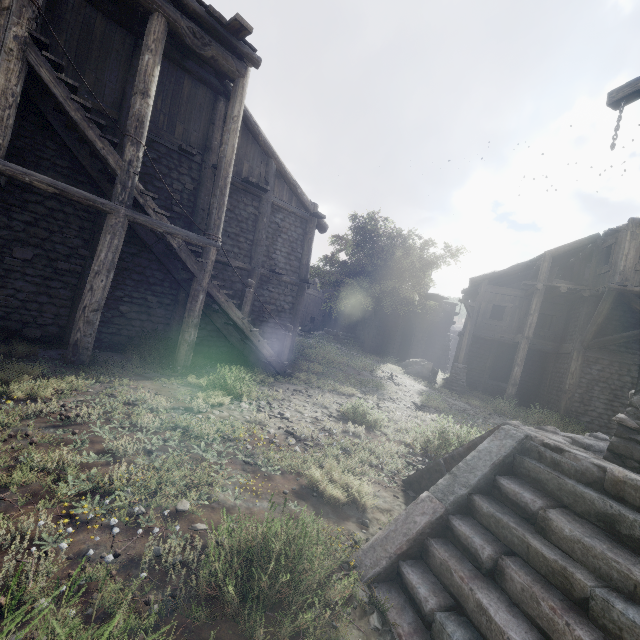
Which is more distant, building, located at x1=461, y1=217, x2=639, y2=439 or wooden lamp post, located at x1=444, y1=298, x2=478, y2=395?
wooden lamp post, located at x1=444, y1=298, x2=478, y2=395

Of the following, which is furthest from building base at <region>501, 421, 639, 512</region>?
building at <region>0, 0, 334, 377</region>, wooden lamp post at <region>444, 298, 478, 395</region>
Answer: wooden lamp post at <region>444, 298, 478, 395</region>

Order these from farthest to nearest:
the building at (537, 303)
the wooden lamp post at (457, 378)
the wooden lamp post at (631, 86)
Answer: the wooden lamp post at (457, 378) → the building at (537, 303) → the wooden lamp post at (631, 86)

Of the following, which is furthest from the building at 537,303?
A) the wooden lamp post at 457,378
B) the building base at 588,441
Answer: the building base at 588,441

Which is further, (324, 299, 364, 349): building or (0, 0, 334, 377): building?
(324, 299, 364, 349): building

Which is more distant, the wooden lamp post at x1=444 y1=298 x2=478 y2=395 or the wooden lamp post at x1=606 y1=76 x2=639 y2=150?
the wooden lamp post at x1=444 y1=298 x2=478 y2=395

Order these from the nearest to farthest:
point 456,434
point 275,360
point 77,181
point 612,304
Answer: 1. point 456,434
2. point 77,181
3. point 275,360
4. point 612,304
